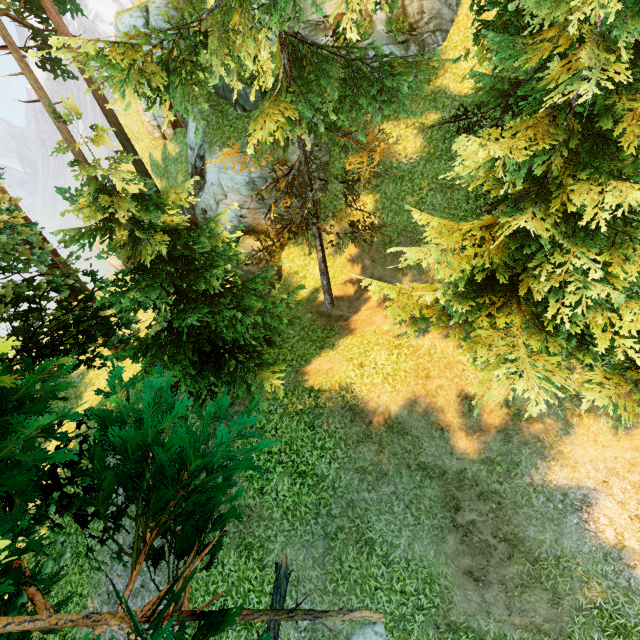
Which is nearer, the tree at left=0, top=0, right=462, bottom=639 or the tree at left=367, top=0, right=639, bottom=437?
the tree at left=0, top=0, right=462, bottom=639

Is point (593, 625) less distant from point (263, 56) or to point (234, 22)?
point (263, 56)

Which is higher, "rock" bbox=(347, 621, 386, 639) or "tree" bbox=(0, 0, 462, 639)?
"tree" bbox=(0, 0, 462, 639)

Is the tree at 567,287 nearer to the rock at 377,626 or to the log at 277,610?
the log at 277,610

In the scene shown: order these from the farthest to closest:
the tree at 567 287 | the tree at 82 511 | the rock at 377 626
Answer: the rock at 377 626 < the tree at 567 287 < the tree at 82 511

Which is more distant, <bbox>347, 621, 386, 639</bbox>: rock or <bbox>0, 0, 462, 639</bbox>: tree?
<bbox>347, 621, 386, 639</bbox>: rock

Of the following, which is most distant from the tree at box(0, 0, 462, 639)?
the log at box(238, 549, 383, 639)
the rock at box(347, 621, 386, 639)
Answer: the rock at box(347, 621, 386, 639)
